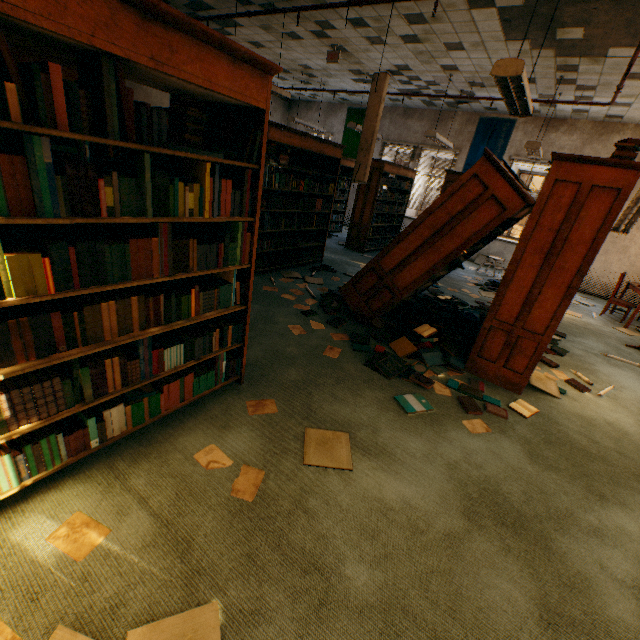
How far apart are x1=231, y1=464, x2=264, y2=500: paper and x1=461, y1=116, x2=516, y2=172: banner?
10.38m

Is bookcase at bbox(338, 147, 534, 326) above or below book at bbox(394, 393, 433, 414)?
above

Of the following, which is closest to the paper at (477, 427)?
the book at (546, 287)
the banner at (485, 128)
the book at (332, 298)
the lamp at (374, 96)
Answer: the book at (546, 287)

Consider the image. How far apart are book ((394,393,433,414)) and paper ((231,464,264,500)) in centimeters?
138cm

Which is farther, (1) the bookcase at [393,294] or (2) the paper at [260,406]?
(1) the bookcase at [393,294]

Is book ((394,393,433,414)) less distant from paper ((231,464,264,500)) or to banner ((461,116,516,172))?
paper ((231,464,264,500))

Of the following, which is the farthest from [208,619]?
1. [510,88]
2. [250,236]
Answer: [510,88]

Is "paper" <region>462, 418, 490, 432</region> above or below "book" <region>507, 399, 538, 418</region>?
below
